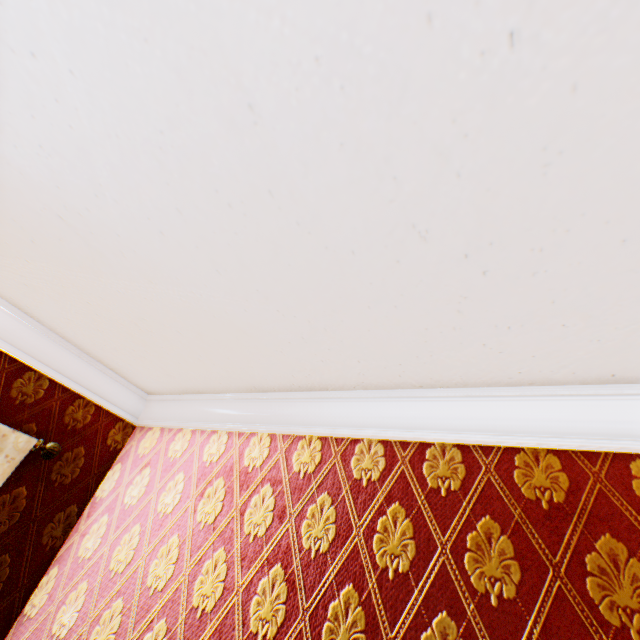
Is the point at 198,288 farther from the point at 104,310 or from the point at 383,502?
the point at 383,502
